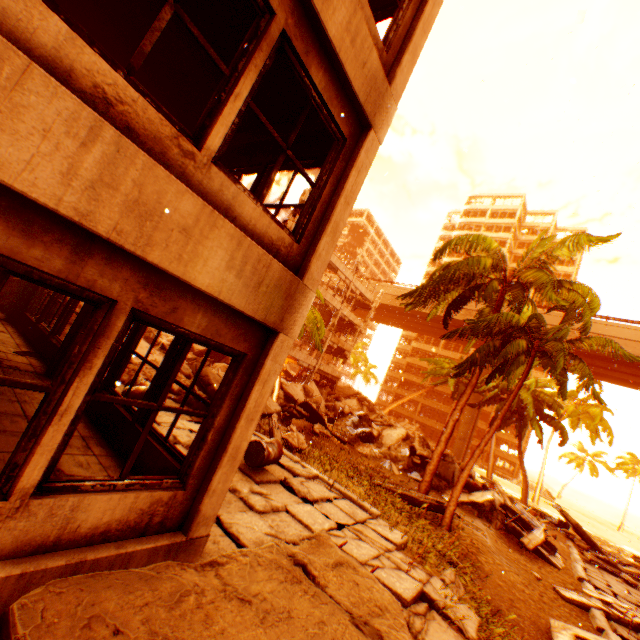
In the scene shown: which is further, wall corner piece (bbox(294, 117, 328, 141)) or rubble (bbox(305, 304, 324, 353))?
rubble (bbox(305, 304, 324, 353))

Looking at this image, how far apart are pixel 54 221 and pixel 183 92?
4.8 meters

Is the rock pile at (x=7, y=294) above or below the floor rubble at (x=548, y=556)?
above

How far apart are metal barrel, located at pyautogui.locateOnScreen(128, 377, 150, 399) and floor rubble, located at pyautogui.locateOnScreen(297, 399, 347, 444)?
11.43m

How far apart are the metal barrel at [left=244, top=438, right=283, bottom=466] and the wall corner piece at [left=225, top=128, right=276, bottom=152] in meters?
5.7 m

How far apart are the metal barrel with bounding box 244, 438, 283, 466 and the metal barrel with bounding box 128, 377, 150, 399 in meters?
2.4

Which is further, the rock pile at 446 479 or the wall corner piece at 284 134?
the rock pile at 446 479
